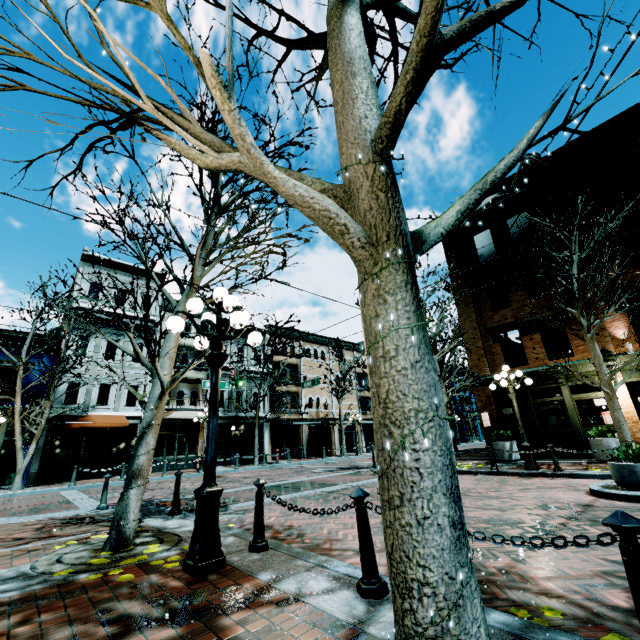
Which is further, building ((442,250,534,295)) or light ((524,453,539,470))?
building ((442,250,534,295))

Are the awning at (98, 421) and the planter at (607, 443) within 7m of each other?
no

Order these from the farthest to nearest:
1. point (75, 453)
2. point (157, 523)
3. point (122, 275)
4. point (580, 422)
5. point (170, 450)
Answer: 1. point (122, 275)
2. point (170, 450)
3. point (75, 453)
4. point (580, 422)
5. point (157, 523)

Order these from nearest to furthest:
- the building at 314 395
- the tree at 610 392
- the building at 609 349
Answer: the tree at 610 392
the building at 609 349
the building at 314 395

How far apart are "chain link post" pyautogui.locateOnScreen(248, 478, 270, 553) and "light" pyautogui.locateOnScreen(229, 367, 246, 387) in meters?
11.8

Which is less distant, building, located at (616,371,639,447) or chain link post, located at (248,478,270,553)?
chain link post, located at (248,478,270,553)

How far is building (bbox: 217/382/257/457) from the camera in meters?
24.3

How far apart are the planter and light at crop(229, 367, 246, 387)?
14.88m
